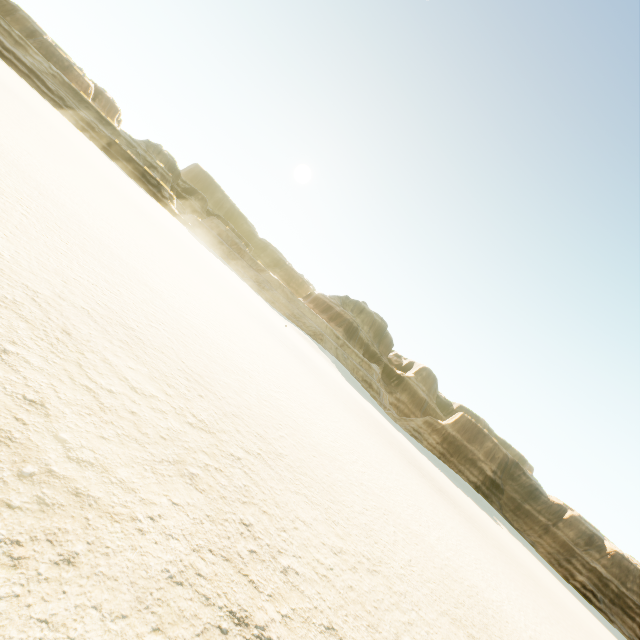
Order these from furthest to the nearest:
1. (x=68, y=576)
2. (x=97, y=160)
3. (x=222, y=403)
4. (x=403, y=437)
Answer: (x=403, y=437) → (x=97, y=160) → (x=222, y=403) → (x=68, y=576)
